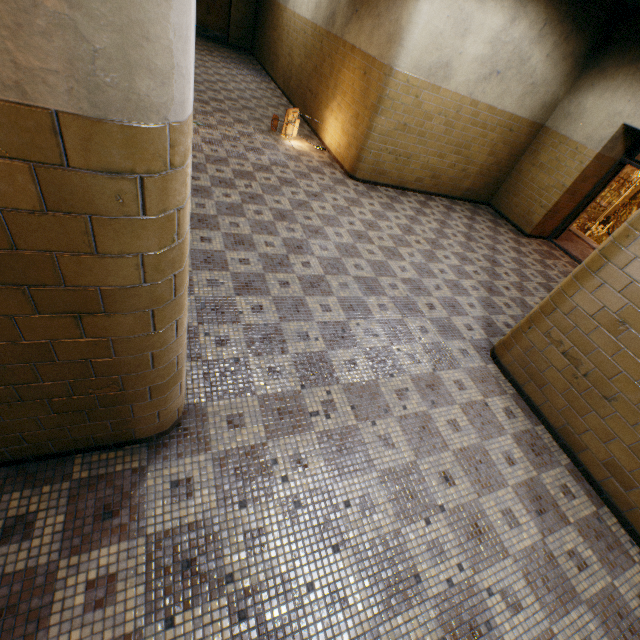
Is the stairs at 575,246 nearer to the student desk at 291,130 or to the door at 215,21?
the student desk at 291,130

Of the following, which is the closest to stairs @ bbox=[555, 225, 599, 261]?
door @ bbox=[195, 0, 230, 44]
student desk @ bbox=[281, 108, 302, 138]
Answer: student desk @ bbox=[281, 108, 302, 138]

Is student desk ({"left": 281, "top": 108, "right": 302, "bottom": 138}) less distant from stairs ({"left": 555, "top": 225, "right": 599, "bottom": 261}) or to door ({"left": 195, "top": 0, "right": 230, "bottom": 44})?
stairs ({"left": 555, "top": 225, "right": 599, "bottom": 261})

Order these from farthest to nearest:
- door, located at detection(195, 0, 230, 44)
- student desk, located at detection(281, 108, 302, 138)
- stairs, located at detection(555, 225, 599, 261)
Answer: door, located at detection(195, 0, 230, 44)
stairs, located at detection(555, 225, 599, 261)
student desk, located at detection(281, 108, 302, 138)

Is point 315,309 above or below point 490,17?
below

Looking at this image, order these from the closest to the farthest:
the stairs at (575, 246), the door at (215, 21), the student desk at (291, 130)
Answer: the student desk at (291, 130), the stairs at (575, 246), the door at (215, 21)
